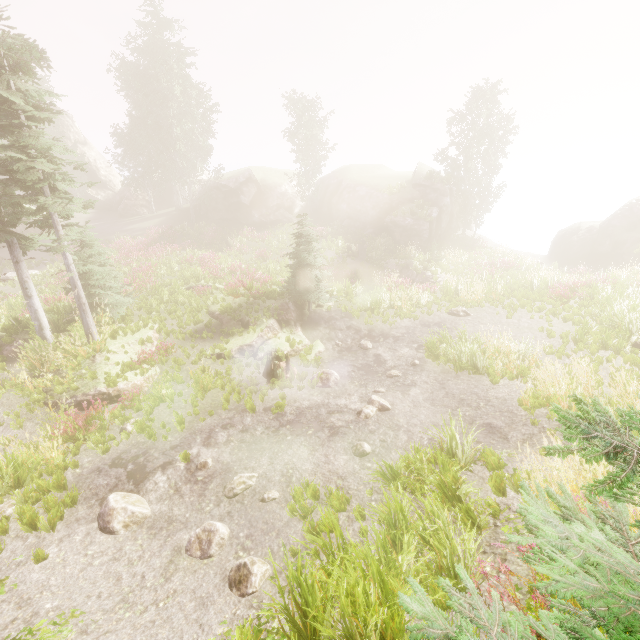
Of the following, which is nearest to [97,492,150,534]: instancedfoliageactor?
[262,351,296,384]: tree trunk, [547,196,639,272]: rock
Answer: [547,196,639,272]: rock

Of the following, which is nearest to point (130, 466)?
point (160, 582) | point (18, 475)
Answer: point (18, 475)

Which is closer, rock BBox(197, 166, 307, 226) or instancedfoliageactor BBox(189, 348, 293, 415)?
instancedfoliageactor BBox(189, 348, 293, 415)

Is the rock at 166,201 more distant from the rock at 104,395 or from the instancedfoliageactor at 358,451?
the rock at 104,395

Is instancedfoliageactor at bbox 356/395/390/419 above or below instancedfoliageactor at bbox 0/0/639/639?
below

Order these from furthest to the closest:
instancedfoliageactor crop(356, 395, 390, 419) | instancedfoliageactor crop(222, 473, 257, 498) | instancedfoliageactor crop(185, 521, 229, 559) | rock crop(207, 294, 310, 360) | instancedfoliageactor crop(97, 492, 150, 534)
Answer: rock crop(207, 294, 310, 360) < instancedfoliageactor crop(356, 395, 390, 419) < instancedfoliageactor crop(222, 473, 257, 498) < instancedfoliageactor crop(97, 492, 150, 534) < instancedfoliageactor crop(185, 521, 229, 559)

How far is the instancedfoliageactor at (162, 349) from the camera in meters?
10.6 m

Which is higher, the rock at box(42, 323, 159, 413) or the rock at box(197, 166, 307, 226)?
the rock at box(197, 166, 307, 226)
